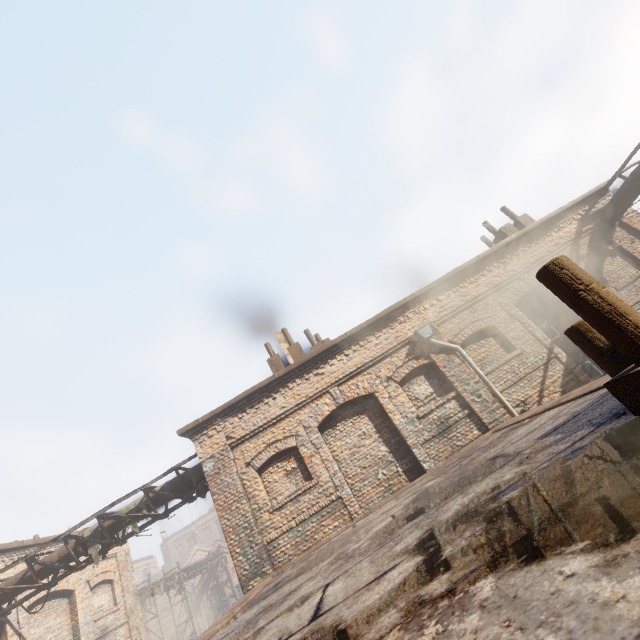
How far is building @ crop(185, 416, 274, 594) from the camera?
7.6 meters

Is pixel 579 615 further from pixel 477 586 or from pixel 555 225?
pixel 555 225

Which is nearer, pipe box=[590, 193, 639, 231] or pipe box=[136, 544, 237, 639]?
pipe box=[590, 193, 639, 231]

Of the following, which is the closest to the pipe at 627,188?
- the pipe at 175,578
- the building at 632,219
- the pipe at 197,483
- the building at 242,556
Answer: the building at 632,219

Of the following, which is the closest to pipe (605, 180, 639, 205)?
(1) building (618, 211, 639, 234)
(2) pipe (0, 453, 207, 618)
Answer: (1) building (618, 211, 639, 234)

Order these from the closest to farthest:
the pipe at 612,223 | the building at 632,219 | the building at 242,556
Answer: the building at 242,556 → the pipe at 612,223 → the building at 632,219

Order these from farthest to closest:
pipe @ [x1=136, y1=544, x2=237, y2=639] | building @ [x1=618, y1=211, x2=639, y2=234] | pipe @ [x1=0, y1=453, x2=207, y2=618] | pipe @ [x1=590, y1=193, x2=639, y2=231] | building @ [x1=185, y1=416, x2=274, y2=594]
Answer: pipe @ [x1=136, y1=544, x2=237, y2=639] < building @ [x1=618, y1=211, x2=639, y2=234] < pipe @ [x1=590, y1=193, x2=639, y2=231] < pipe @ [x1=0, y1=453, x2=207, y2=618] < building @ [x1=185, y1=416, x2=274, y2=594]

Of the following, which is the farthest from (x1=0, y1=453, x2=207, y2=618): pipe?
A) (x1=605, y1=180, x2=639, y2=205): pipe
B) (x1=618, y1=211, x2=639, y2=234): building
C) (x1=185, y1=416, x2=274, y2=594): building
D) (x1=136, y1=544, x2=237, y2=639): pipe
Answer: (x1=618, y1=211, x2=639, y2=234): building
